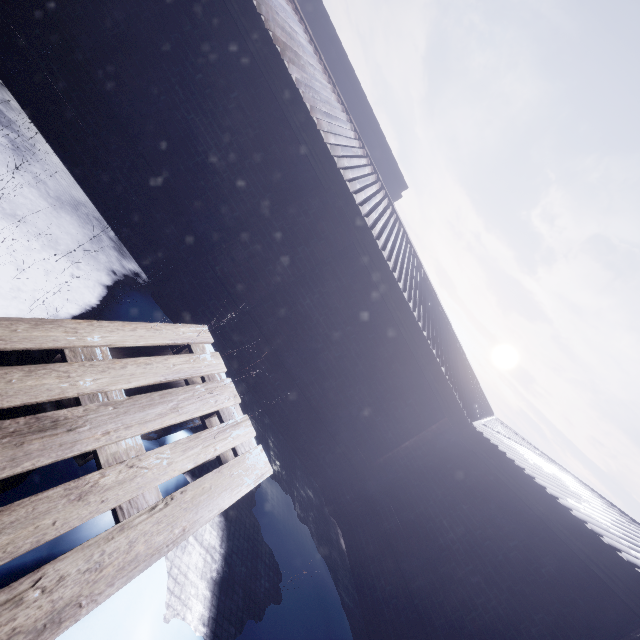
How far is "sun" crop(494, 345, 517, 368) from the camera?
59.3 meters

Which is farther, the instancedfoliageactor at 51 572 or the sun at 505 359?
the sun at 505 359

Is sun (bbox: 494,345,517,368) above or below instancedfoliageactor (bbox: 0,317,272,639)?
above

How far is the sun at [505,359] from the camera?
59.3 meters

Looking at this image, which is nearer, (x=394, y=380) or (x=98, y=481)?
(x=98, y=481)

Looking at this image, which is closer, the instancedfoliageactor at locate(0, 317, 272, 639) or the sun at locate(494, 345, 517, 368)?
the instancedfoliageactor at locate(0, 317, 272, 639)
